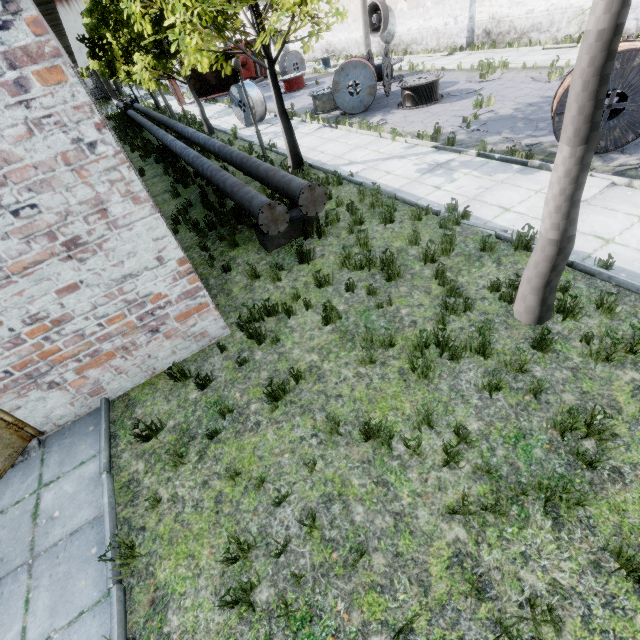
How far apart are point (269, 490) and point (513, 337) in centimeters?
406cm

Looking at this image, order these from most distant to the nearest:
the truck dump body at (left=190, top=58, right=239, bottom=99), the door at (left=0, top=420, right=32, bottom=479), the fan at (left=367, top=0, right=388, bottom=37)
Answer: the truck dump body at (left=190, top=58, right=239, bottom=99)
the fan at (left=367, top=0, right=388, bottom=37)
the door at (left=0, top=420, right=32, bottom=479)

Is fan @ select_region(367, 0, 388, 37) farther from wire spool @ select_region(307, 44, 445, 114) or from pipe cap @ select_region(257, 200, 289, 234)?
pipe cap @ select_region(257, 200, 289, 234)

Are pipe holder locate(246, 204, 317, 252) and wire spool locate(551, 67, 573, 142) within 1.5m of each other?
no

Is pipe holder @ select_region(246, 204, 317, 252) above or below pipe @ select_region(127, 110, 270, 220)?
below

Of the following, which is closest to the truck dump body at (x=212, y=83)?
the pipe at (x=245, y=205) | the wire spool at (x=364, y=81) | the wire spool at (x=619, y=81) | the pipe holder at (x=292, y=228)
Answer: the pipe at (x=245, y=205)

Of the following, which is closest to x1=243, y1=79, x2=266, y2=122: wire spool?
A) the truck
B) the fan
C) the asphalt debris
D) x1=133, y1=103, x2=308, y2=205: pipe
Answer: x1=133, y1=103, x2=308, y2=205: pipe

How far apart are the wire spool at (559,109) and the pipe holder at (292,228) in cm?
602
